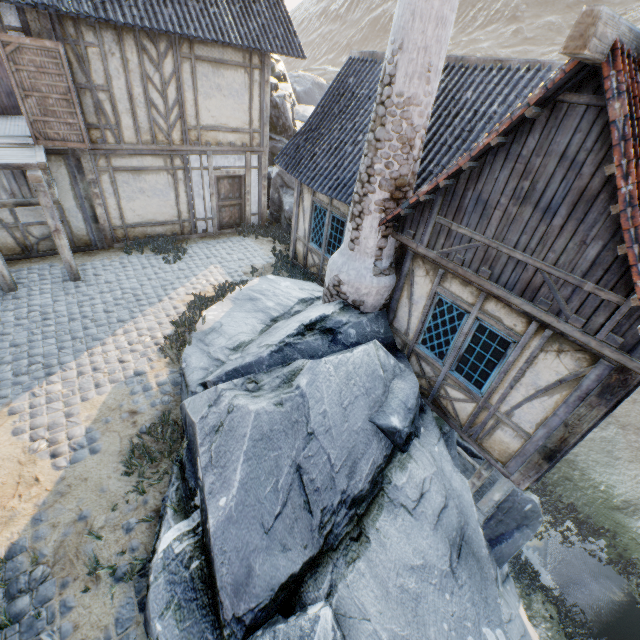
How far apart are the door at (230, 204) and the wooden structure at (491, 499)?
11.0m

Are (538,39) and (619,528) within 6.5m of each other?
no

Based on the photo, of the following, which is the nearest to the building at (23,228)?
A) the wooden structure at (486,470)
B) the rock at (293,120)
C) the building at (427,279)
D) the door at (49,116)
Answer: the door at (49,116)

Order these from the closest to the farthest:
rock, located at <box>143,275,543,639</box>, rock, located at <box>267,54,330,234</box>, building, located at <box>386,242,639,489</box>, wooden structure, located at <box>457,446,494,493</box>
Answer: rock, located at <box>143,275,543,639</box> < building, located at <box>386,242,639,489</box> < wooden structure, located at <box>457,446,494,493</box> < rock, located at <box>267,54,330,234</box>

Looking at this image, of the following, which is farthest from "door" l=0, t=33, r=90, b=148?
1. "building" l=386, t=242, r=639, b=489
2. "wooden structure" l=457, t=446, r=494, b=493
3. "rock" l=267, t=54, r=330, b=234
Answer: "wooden structure" l=457, t=446, r=494, b=493

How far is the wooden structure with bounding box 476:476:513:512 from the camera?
7.5m

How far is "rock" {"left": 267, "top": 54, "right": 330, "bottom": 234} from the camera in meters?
13.3 m

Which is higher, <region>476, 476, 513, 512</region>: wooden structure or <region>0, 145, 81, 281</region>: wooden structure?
<region>0, 145, 81, 281</region>: wooden structure
